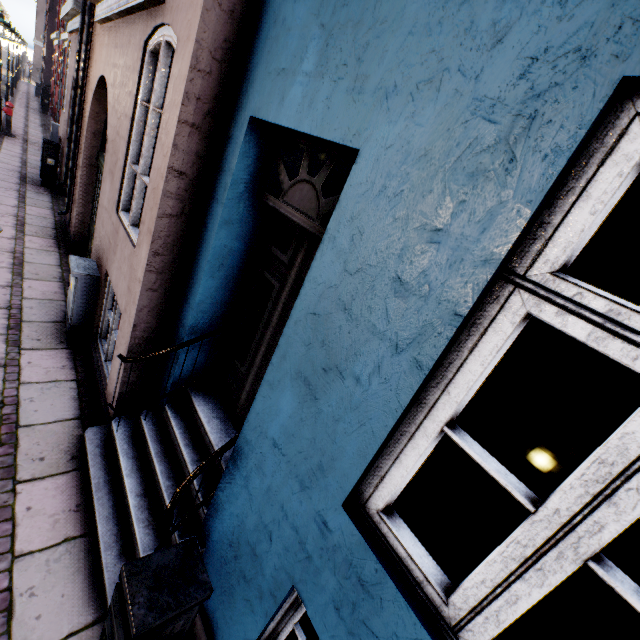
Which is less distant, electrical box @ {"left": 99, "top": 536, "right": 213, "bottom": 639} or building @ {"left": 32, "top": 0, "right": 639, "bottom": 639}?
building @ {"left": 32, "top": 0, "right": 639, "bottom": 639}

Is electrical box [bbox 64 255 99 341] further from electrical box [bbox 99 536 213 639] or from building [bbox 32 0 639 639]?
electrical box [bbox 99 536 213 639]

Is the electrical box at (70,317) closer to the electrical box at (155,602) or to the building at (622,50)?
the building at (622,50)

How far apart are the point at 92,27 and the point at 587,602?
11.3 meters

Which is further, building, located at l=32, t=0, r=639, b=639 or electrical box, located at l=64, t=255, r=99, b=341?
electrical box, located at l=64, t=255, r=99, b=341

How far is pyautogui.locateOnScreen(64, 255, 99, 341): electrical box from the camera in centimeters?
423cm
